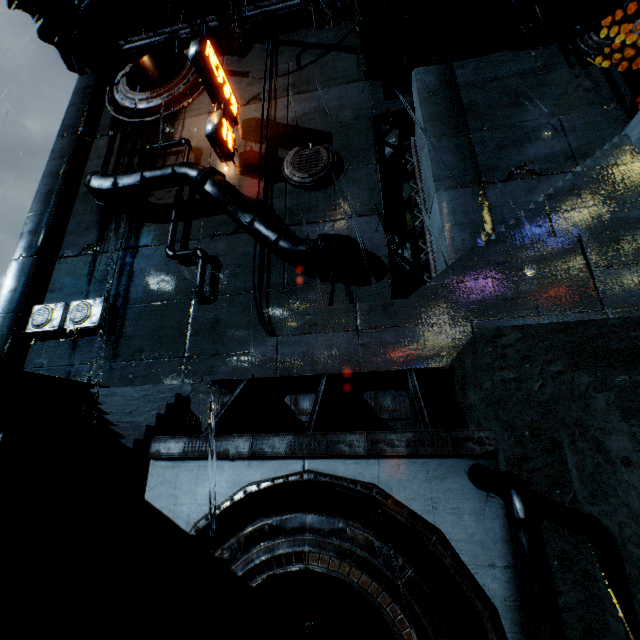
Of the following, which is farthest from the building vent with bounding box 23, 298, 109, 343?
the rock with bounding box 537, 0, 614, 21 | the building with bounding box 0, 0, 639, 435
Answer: → the rock with bounding box 537, 0, 614, 21

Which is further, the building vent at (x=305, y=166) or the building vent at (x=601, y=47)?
the building vent at (x=305, y=166)

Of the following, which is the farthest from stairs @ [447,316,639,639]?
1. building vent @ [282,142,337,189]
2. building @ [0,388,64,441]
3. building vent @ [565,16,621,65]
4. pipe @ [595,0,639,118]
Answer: building vent @ [565,16,621,65]

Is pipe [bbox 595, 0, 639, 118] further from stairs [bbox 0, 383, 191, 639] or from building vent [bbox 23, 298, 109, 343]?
building vent [bbox 23, 298, 109, 343]

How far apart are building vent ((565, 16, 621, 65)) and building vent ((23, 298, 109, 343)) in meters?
25.7 m

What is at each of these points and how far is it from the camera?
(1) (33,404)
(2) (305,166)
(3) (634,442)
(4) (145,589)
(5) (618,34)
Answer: (1) building, 9.3m
(2) building vent, 16.9m
(3) stairs, 3.2m
(4) building vent, 5.2m
(5) pipe, 13.7m

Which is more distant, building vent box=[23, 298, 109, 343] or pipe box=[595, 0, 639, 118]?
building vent box=[23, 298, 109, 343]

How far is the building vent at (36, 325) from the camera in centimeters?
1608cm
